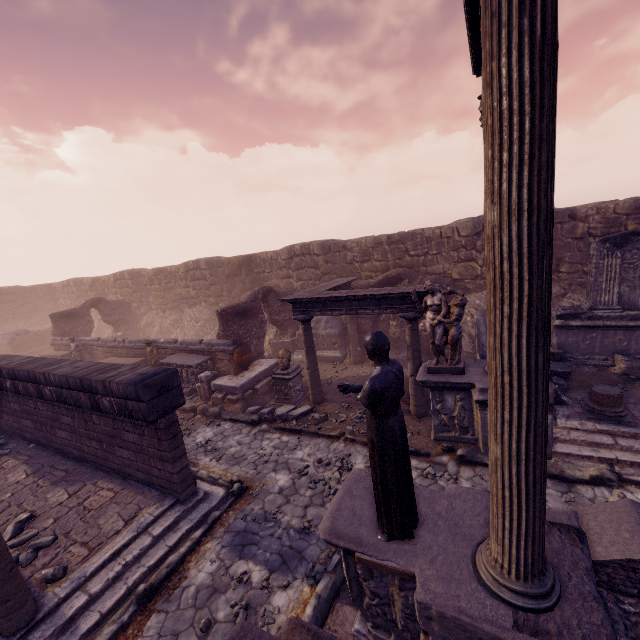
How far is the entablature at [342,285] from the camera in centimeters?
826cm

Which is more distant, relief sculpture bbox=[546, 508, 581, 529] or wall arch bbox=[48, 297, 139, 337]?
wall arch bbox=[48, 297, 139, 337]

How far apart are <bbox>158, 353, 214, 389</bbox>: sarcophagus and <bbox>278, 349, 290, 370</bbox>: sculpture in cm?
316

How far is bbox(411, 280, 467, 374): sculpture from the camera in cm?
714

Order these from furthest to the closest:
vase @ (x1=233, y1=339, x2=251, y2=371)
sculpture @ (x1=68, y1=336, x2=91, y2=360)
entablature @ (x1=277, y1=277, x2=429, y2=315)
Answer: sculpture @ (x1=68, y1=336, x2=91, y2=360) → vase @ (x1=233, y1=339, x2=251, y2=371) → entablature @ (x1=277, y1=277, x2=429, y2=315)

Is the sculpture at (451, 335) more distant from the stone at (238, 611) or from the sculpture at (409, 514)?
the stone at (238, 611)

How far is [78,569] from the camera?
5.16m

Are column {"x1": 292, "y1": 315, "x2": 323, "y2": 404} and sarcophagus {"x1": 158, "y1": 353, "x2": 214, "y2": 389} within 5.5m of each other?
yes
